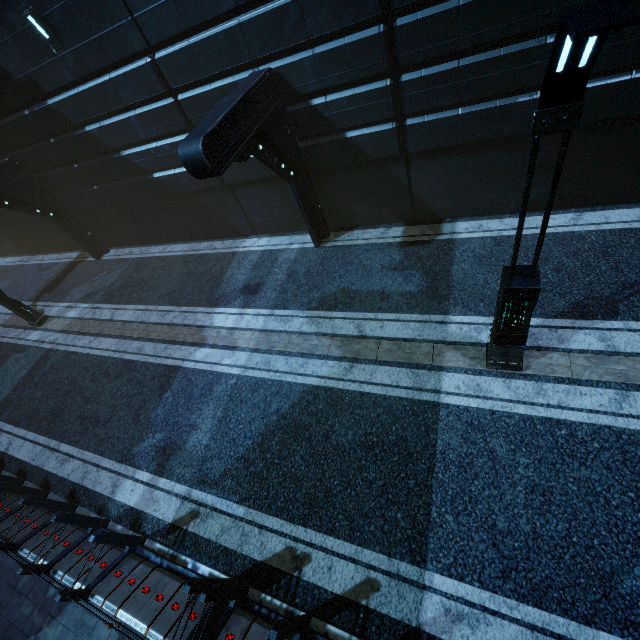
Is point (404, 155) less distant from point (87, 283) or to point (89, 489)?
point (89, 489)

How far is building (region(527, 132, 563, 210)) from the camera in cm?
738

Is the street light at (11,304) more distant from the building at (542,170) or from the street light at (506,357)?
the street light at (506,357)

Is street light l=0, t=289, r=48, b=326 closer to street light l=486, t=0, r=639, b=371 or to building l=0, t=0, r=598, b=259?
building l=0, t=0, r=598, b=259

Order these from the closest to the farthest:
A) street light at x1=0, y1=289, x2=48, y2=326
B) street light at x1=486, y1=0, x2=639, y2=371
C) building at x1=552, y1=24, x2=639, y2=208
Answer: street light at x1=486, y1=0, x2=639, y2=371 → building at x1=552, y1=24, x2=639, y2=208 → street light at x1=0, y1=289, x2=48, y2=326
